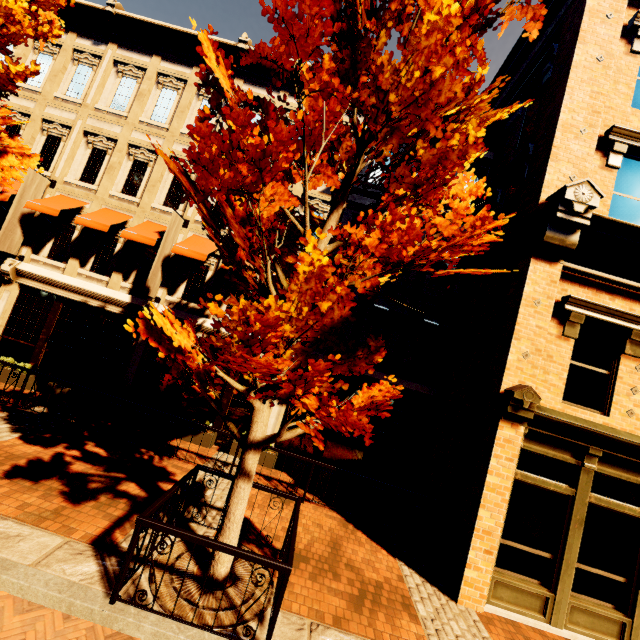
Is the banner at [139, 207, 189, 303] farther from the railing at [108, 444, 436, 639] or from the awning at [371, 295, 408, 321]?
the awning at [371, 295, 408, 321]

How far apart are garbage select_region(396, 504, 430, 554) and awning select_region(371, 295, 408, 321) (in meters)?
4.63

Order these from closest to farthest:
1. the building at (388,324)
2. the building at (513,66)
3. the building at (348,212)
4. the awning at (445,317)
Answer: the building at (513,66) < the awning at (445,317) < the building at (388,324) < the building at (348,212)

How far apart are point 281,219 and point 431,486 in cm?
806

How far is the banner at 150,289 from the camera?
10.1m

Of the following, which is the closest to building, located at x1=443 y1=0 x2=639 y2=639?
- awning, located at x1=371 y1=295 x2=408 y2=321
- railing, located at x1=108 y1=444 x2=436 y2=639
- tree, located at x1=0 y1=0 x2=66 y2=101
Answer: awning, located at x1=371 y1=295 x2=408 y2=321

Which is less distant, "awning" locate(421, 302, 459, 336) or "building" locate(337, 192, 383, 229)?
"awning" locate(421, 302, 459, 336)

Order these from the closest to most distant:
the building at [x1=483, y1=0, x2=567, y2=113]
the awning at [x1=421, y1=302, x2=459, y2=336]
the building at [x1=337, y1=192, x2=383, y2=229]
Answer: the building at [x1=483, y1=0, x2=567, y2=113], the awning at [x1=421, y1=302, x2=459, y2=336], the building at [x1=337, y1=192, x2=383, y2=229]
